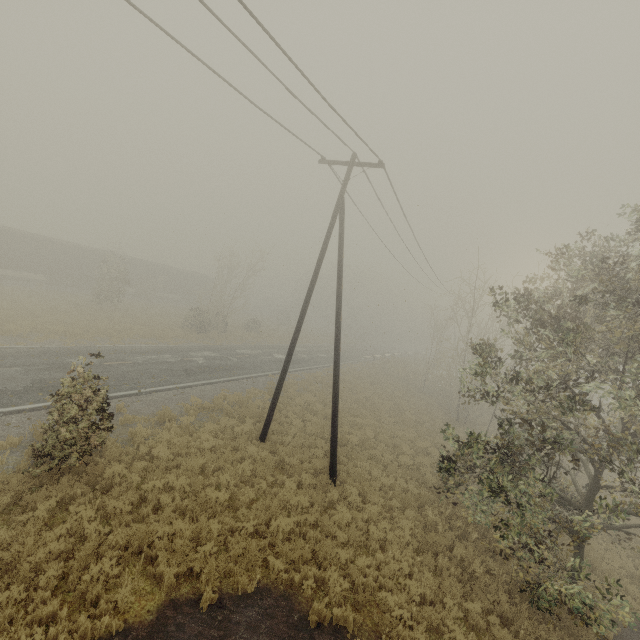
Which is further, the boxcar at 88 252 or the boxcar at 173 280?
the boxcar at 173 280

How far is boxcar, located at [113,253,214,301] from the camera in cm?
4088

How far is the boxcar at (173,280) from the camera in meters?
40.9 m

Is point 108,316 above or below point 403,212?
below

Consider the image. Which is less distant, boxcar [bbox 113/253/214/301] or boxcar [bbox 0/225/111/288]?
boxcar [bbox 0/225/111/288]
